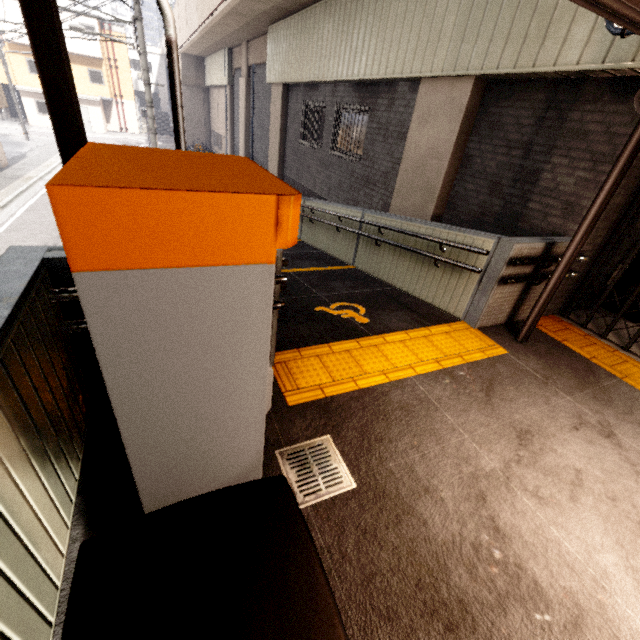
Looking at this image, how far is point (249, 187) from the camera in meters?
1.1

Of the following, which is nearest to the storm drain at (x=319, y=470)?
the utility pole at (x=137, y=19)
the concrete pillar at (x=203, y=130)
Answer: the utility pole at (x=137, y=19)

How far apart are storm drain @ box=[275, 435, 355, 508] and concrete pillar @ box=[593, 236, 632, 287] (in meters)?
4.23

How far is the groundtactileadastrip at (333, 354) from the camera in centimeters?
302cm

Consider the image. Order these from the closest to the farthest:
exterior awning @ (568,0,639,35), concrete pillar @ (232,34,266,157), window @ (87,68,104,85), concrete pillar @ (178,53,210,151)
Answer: exterior awning @ (568,0,639,35) < concrete pillar @ (232,34,266,157) < concrete pillar @ (178,53,210,151) < window @ (87,68,104,85)

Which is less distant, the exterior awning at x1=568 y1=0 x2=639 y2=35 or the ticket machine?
the ticket machine

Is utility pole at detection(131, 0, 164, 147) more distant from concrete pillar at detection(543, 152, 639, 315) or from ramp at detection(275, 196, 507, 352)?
concrete pillar at detection(543, 152, 639, 315)

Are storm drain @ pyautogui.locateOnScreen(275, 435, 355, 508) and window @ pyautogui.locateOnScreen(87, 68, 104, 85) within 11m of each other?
no
